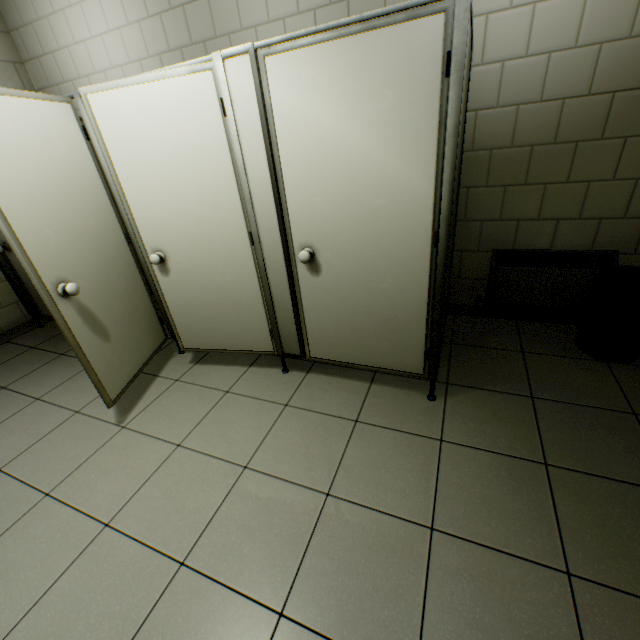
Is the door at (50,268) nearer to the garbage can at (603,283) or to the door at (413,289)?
the door at (413,289)

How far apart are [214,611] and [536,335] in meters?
2.7 m

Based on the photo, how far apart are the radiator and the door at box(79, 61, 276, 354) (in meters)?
1.78

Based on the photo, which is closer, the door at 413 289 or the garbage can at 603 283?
the door at 413 289

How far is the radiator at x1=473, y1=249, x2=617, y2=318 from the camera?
2.3m

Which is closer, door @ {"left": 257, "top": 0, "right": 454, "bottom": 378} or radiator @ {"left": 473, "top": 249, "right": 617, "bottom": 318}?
door @ {"left": 257, "top": 0, "right": 454, "bottom": 378}

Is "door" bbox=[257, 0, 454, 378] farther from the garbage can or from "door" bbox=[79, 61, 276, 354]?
the garbage can
